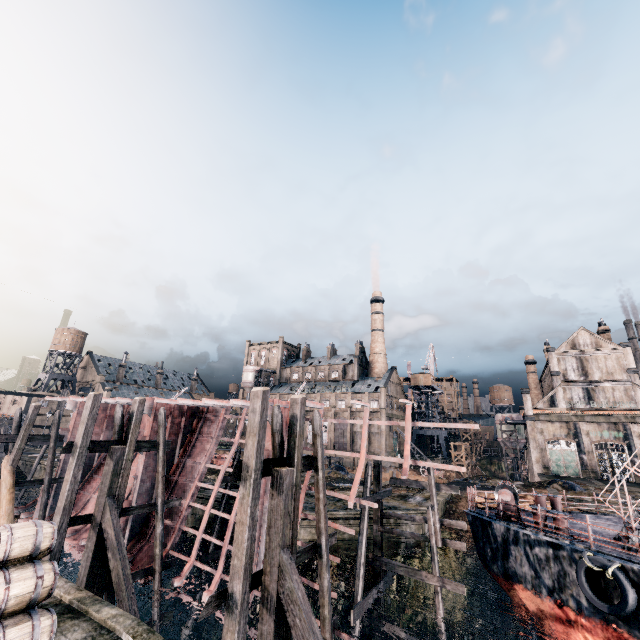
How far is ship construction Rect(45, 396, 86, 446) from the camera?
24.9m

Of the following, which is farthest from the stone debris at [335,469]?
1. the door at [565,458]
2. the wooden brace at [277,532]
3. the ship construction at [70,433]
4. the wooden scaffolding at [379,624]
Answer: the door at [565,458]

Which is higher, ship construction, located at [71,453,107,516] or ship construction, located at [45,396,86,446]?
ship construction, located at [45,396,86,446]

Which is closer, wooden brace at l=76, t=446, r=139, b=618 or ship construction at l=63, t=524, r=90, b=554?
wooden brace at l=76, t=446, r=139, b=618

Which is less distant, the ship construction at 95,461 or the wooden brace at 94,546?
the wooden brace at 94,546

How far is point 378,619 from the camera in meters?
15.1 m

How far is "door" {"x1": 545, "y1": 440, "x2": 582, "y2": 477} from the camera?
49.6m

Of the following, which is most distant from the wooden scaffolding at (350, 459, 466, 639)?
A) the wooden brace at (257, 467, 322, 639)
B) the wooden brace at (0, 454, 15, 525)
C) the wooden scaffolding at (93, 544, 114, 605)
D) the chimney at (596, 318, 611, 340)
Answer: the chimney at (596, 318, 611, 340)
